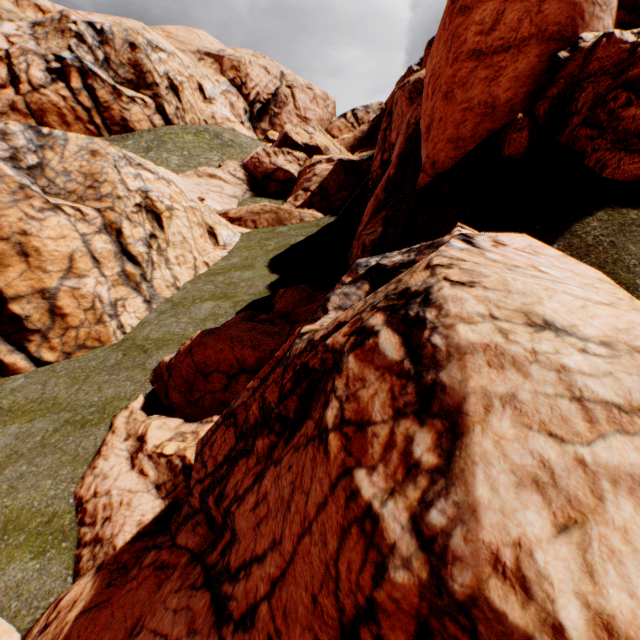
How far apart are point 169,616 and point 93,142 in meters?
17.0
